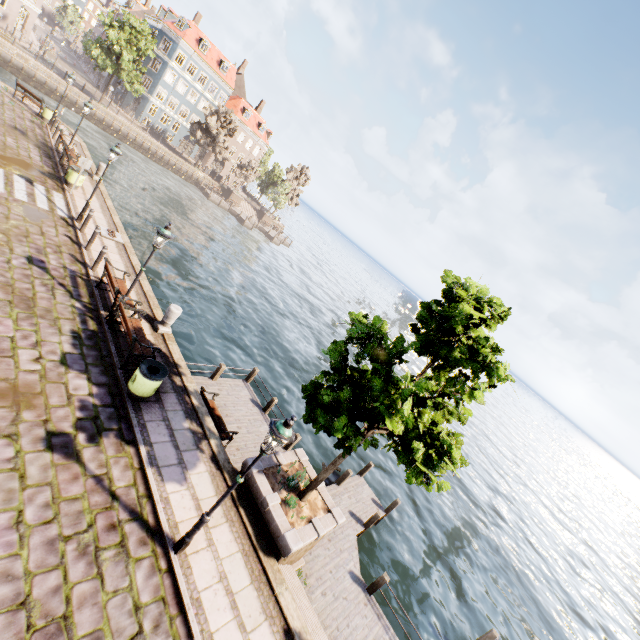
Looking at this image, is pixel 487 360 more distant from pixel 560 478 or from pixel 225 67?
pixel 560 478

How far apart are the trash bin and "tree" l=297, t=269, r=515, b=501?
5.4 meters

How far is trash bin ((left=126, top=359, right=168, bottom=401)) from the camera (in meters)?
8.16

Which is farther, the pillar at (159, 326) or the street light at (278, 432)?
the pillar at (159, 326)

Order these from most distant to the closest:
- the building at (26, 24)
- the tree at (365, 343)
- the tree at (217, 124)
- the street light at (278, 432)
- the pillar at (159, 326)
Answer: the tree at (217, 124), the building at (26, 24), the pillar at (159, 326), the tree at (365, 343), the street light at (278, 432)

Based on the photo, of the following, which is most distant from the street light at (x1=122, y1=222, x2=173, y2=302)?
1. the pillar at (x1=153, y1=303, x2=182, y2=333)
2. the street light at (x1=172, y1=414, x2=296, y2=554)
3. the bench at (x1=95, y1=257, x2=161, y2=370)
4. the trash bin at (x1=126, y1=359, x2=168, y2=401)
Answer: the street light at (x1=172, y1=414, x2=296, y2=554)

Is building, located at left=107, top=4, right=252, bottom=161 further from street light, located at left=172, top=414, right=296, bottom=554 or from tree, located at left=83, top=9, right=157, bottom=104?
street light, located at left=172, top=414, right=296, bottom=554

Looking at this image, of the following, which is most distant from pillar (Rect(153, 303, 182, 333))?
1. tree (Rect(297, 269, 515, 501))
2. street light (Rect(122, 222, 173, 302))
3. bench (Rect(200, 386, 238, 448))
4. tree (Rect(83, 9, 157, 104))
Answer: tree (Rect(297, 269, 515, 501))
